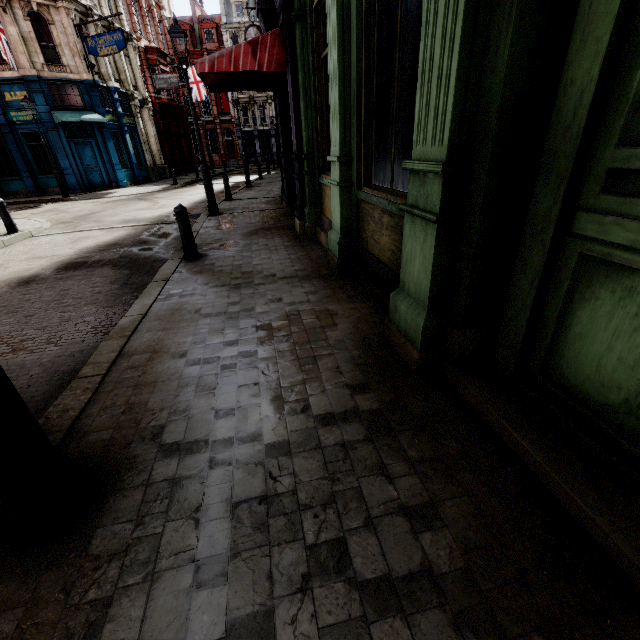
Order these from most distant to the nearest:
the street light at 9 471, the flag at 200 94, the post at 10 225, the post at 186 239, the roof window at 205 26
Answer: the roof window at 205 26, the flag at 200 94, the post at 10 225, the post at 186 239, the street light at 9 471

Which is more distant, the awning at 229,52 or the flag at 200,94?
the flag at 200,94

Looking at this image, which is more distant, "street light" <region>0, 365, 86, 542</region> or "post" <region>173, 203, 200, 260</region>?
"post" <region>173, 203, 200, 260</region>

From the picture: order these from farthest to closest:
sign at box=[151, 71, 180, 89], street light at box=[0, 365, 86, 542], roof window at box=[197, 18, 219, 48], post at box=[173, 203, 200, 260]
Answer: roof window at box=[197, 18, 219, 48] < sign at box=[151, 71, 180, 89] < post at box=[173, 203, 200, 260] < street light at box=[0, 365, 86, 542]

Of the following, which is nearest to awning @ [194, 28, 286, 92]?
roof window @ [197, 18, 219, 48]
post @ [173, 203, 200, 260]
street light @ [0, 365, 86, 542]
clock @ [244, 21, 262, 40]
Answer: post @ [173, 203, 200, 260]

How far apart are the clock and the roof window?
37.1m

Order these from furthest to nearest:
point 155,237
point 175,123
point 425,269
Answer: point 175,123 < point 155,237 < point 425,269

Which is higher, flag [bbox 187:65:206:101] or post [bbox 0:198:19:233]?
flag [bbox 187:65:206:101]
